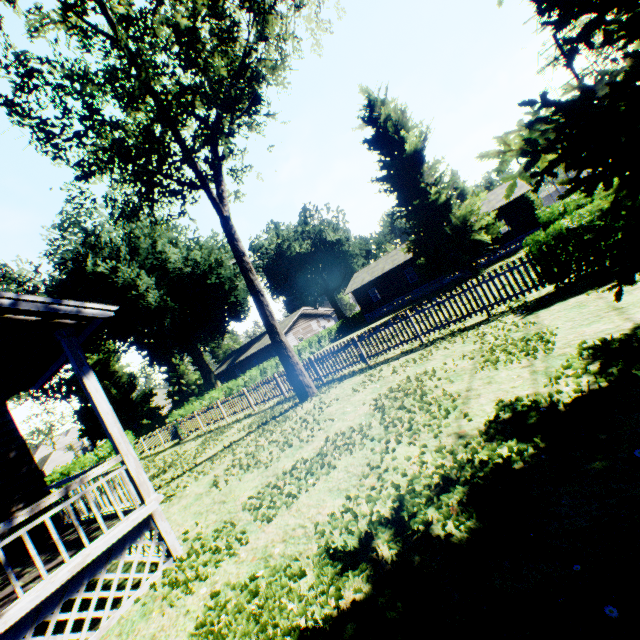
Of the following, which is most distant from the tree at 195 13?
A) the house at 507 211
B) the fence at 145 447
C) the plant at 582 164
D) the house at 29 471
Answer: the house at 507 211

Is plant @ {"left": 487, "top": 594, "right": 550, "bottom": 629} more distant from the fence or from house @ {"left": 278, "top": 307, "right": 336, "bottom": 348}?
house @ {"left": 278, "top": 307, "right": 336, "bottom": 348}

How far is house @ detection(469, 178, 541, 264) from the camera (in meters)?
30.09

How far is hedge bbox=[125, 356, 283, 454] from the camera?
22.0 meters

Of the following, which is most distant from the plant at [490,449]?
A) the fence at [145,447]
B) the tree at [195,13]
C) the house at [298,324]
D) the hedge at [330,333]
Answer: the house at [298,324]

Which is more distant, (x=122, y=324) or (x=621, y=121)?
(x=122, y=324)

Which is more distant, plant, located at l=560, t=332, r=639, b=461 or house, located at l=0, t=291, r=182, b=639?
house, located at l=0, t=291, r=182, b=639

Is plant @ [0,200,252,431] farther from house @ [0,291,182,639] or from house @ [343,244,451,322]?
house @ [0,291,182,639]
